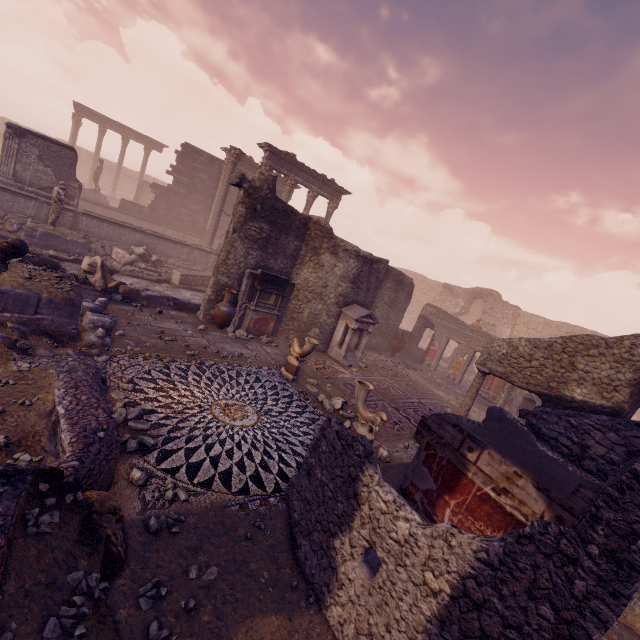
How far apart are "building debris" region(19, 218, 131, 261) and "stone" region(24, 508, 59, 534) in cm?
1299

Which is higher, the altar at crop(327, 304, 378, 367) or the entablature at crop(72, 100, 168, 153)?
the entablature at crop(72, 100, 168, 153)

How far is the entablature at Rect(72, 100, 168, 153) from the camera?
27.20m

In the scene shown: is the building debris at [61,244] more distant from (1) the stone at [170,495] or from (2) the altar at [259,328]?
(1) the stone at [170,495]

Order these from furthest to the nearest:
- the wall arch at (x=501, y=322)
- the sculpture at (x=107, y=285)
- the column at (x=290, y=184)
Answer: the wall arch at (x=501, y=322) → the column at (x=290, y=184) → the sculpture at (x=107, y=285)

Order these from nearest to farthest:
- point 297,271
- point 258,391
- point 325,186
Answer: point 258,391
point 297,271
point 325,186

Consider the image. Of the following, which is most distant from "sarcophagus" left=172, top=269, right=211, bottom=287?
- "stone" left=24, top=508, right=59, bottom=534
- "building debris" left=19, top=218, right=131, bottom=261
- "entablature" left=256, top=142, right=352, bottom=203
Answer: "stone" left=24, top=508, right=59, bottom=534

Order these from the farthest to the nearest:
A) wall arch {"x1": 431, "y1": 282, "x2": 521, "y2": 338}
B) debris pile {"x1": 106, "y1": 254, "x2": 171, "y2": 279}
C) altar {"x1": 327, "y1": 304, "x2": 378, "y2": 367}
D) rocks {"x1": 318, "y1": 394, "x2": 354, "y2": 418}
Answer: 1. wall arch {"x1": 431, "y1": 282, "x2": 521, "y2": 338}
2. debris pile {"x1": 106, "y1": 254, "x2": 171, "y2": 279}
3. altar {"x1": 327, "y1": 304, "x2": 378, "y2": 367}
4. rocks {"x1": 318, "y1": 394, "x2": 354, "y2": 418}
